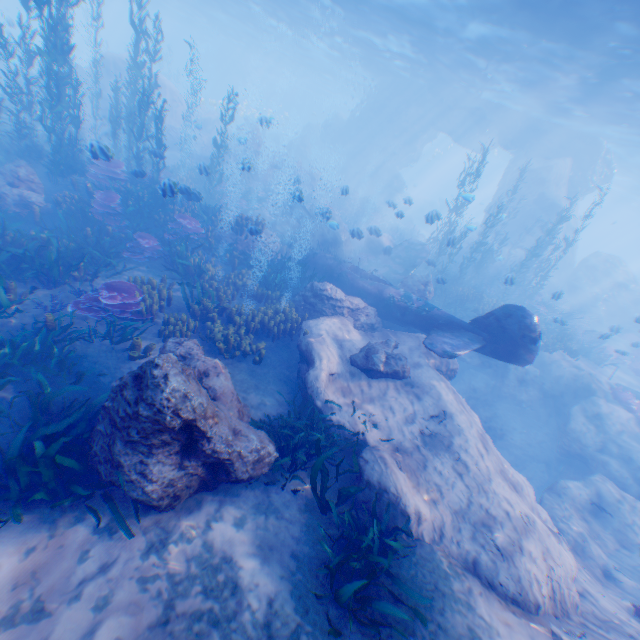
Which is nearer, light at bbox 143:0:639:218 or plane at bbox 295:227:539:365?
plane at bbox 295:227:539:365

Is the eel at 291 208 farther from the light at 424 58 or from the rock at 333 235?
the light at 424 58

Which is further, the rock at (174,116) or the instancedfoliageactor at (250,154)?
the rock at (174,116)

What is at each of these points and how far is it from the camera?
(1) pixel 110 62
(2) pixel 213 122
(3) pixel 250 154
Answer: (1) rock, 23.53m
(2) rock, 29.12m
(3) instancedfoliageactor, 23.78m

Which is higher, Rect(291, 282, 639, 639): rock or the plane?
the plane

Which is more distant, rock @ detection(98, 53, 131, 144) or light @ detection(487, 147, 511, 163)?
light @ detection(487, 147, 511, 163)

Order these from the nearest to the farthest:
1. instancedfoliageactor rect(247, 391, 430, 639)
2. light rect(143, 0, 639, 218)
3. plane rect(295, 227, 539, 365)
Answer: instancedfoliageactor rect(247, 391, 430, 639), plane rect(295, 227, 539, 365), light rect(143, 0, 639, 218)

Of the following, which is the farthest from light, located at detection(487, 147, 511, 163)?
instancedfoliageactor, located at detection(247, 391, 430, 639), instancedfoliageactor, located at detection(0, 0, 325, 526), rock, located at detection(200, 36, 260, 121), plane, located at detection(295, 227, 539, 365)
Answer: instancedfoliageactor, located at detection(247, 391, 430, 639)
